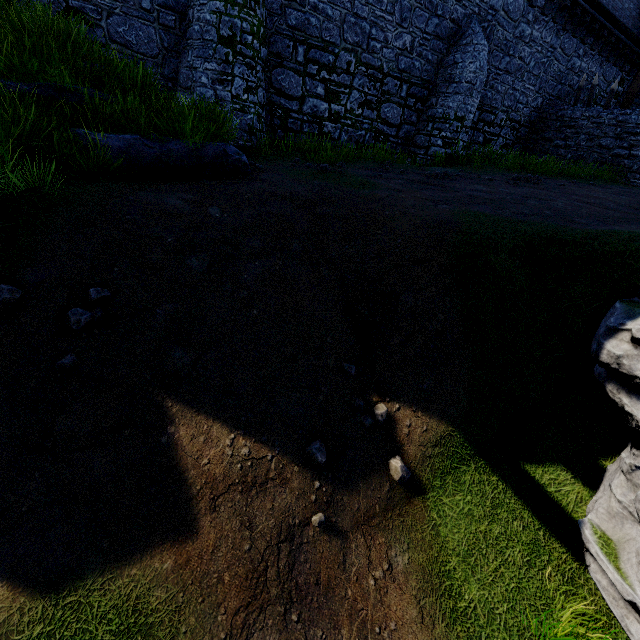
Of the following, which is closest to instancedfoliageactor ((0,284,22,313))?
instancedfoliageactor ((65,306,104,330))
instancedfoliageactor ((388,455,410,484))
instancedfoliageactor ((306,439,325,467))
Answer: instancedfoliageactor ((65,306,104,330))

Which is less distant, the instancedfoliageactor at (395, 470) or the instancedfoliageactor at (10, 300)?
the instancedfoliageactor at (10, 300)

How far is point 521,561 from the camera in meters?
4.5 m

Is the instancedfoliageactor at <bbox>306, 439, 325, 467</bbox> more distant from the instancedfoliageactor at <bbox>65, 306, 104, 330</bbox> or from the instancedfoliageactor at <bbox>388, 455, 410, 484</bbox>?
the instancedfoliageactor at <bbox>65, 306, 104, 330</bbox>

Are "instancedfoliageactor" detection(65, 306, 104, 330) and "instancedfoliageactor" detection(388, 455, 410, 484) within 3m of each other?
no

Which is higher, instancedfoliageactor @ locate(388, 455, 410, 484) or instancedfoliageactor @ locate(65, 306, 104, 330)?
instancedfoliageactor @ locate(65, 306, 104, 330)

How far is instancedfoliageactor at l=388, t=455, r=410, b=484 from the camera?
4.6 meters

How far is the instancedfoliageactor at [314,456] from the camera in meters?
4.2
